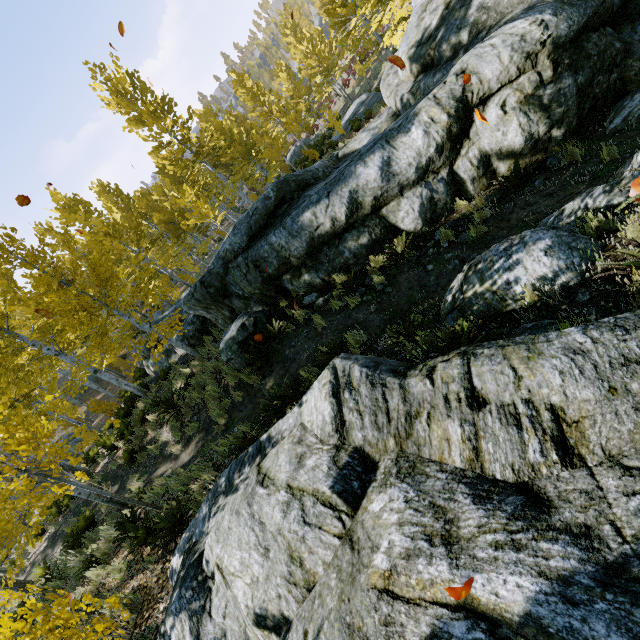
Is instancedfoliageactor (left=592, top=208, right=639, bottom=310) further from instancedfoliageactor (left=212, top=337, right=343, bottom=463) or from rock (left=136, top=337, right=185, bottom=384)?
instancedfoliageactor (left=212, top=337, right=343, bottom=463)

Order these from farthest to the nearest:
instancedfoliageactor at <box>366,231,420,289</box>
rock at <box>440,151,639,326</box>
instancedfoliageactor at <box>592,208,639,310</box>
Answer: instancedfoliageactor at <box>366,231,420,289</box> < rock at <box>440,151,639,326</box> < instancedfoliageactor at <box>592,208,639,310</box>

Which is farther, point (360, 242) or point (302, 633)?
point (360, 242)

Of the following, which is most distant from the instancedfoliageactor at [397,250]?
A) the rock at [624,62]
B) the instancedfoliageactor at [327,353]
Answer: the instancedfoliageactor at [327,353]

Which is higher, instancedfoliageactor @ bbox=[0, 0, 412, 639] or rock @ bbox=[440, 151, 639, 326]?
instancedfoliageactor @ bbox=[0, 0, 412, 639]

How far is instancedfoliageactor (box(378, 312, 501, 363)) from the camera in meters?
3.7

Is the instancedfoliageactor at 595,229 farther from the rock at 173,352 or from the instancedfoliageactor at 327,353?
the instancedfoliageactor at 327,353
